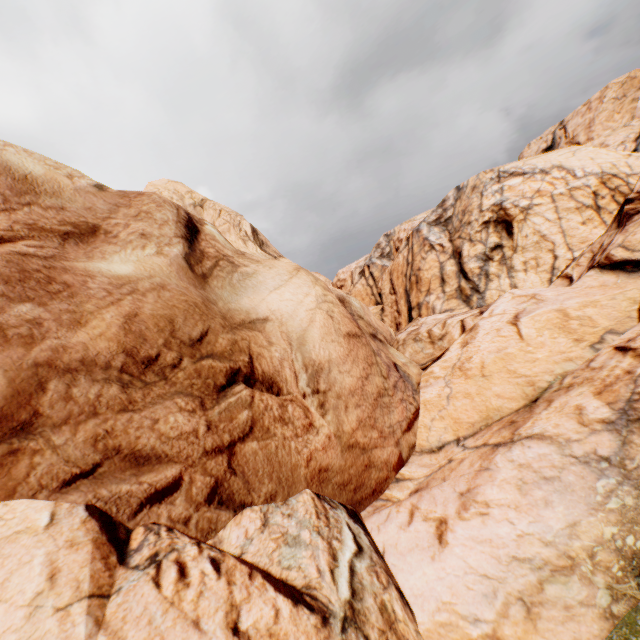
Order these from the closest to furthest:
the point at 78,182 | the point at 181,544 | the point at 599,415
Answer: the point at 181,544, the point at 599,415, the point at 78,182
